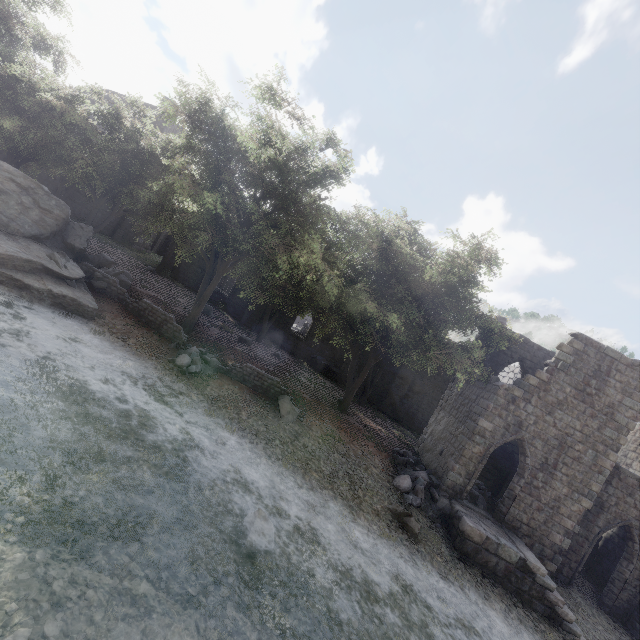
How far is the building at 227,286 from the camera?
30.16m

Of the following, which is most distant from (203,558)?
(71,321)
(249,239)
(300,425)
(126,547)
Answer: (249,239)

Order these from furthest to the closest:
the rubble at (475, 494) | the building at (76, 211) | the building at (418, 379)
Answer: the building at (76, 211) < the rubble at (475, 494) < the building at (418, 379)

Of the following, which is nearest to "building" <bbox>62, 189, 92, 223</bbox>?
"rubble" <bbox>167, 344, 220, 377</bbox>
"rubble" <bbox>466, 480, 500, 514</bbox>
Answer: "rubble" <bbox>466, 480, 500, 514</bbox>

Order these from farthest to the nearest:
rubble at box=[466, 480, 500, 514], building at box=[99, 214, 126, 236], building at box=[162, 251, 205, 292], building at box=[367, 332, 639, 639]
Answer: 1. building at box=[162, 251, 205, 292]
2. building at box=[99, 214, 126, 236]
3. rubble at box=[466, 480, 500, 514]
4. building at box=[367, 332, 639, 639]

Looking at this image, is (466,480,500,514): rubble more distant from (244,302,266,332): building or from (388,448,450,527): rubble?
(388,448,450,527): rubble

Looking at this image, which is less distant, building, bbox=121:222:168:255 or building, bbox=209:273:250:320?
building, bbox=209:273:250:320
